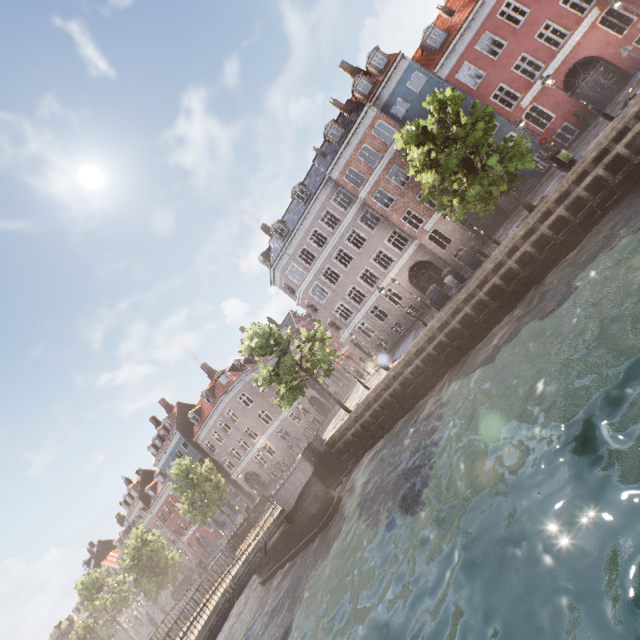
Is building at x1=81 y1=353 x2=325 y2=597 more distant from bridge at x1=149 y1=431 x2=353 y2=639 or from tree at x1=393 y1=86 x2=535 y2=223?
bridge at x1=149 y1=431 x2=353 y2=639

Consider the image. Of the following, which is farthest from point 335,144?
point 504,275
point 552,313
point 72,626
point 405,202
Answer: point 72,626

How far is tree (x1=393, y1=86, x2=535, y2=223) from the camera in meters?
15.0 m

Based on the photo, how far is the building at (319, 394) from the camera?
42.4 meters

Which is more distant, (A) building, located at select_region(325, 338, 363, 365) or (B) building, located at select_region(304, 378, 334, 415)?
(A) building, located at select_region(325, 338, 363, 365)

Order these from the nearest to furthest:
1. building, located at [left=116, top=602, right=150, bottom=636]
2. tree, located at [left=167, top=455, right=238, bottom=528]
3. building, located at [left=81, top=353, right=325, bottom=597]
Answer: tree, located at [left=167, top=455, right=238, bottom=528] < building, located at [left=81, top=353, right=325, bottom=597] < building, located at [left=116, top=602, right=150, bottom=636]

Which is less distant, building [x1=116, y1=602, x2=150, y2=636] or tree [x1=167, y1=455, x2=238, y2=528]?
tree [x1=167, y1=455, x2=238, y2=528]

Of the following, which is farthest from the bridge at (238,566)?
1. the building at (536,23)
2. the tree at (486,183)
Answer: the building at (536,23)
